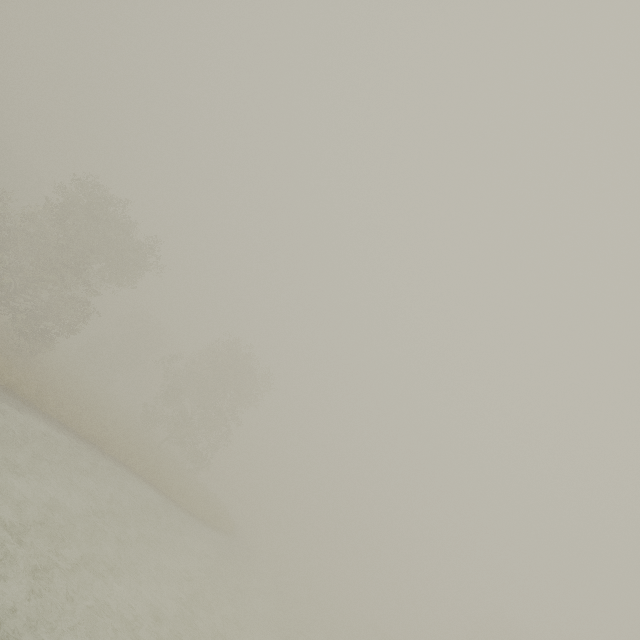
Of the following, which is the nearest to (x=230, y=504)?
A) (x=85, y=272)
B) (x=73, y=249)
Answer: (x=85, y=272)
